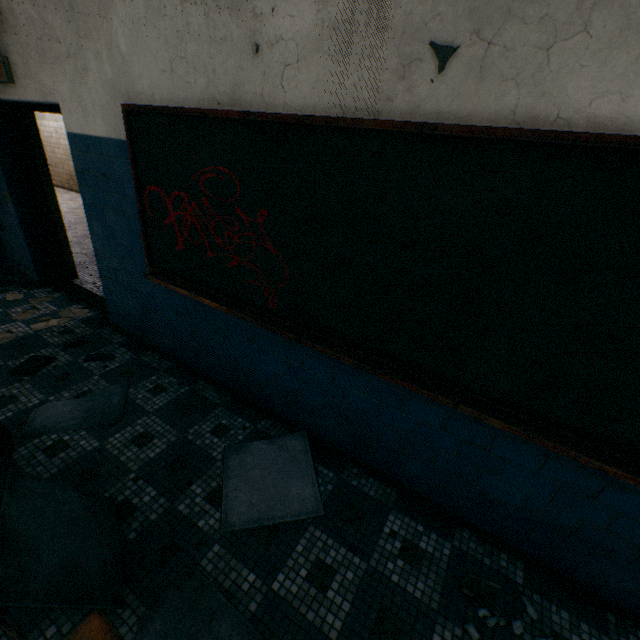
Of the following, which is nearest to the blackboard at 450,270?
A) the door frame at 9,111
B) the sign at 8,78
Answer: the door frame at 9,111

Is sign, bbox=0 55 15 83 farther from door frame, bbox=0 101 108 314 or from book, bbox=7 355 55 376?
book, bbox=7 355 55 376

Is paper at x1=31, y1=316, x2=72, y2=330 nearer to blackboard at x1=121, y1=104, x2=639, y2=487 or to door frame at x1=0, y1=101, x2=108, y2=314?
door frame at x1=0, y1=101, x2=108, y2=314

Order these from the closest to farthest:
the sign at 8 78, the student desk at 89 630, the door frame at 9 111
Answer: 1. the student desk at 89 630
2. the sign at 8 78
3. the door frame at 9 111

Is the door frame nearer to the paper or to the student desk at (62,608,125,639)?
the paper

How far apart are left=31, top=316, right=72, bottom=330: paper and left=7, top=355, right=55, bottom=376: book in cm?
57

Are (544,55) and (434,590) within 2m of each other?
no

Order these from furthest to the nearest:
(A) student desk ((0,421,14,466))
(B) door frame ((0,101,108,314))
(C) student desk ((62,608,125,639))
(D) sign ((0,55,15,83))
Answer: (B) door frame ((0,101,108,314)) < (D) sign ((0,55,15,83)) < (A) student desk ((0,421,14,466)) < (C) student desk ((62,608,125,639))
